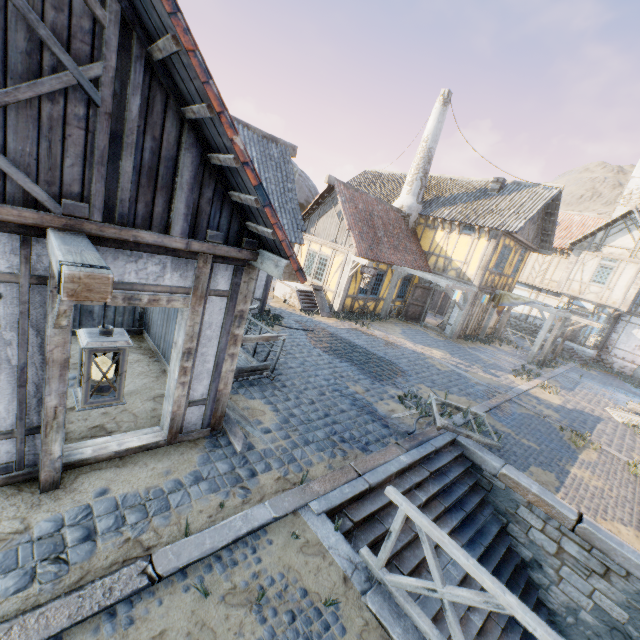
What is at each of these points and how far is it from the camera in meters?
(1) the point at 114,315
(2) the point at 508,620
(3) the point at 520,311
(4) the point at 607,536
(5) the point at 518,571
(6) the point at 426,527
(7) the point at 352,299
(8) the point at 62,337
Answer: (1) wooden box, 7.4 m
(2) stairs, 5.6 m
(3) building, 26.1 m
(4) stone blocks, 5.6 m
(5) stairs, 6.4 m
(6) wooden fence, 3.2 m
(7) building, 15.3 m
(8) wooden structure, 3.2 m

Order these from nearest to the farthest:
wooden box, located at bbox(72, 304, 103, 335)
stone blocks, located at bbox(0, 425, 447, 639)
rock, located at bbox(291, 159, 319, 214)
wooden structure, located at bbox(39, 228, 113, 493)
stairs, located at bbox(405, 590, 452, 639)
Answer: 1. wooden structure, located at bbox(39, 228, 113, 493)
2. stone blocks, located at bbox(0, 425, 447, 639)
3. stairs, located at bbox(405, 590, 452, 639)
4. wooden box, located at bbox(72, 304, 103, 335)
5. rock, located at bbox(291, 159, 319, 214)

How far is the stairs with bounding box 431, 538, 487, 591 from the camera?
5.2m

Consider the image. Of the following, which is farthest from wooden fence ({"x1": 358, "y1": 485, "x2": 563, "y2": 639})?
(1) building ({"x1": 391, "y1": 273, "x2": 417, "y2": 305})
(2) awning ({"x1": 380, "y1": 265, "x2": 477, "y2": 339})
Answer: (1) building ({"x1": 391, "y1": 273, "x2": 417, "y2": 305})

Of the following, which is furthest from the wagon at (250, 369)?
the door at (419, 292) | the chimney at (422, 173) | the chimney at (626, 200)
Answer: the chimney at (626, 200)

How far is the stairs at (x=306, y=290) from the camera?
14.31m

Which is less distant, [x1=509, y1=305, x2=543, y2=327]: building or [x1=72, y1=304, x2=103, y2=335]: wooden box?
[x1=72, y1=304, x2=103, y2=335]: wooden box

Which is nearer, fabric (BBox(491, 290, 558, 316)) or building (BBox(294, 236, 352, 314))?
building (BBox(294, 236, 352, 314))
